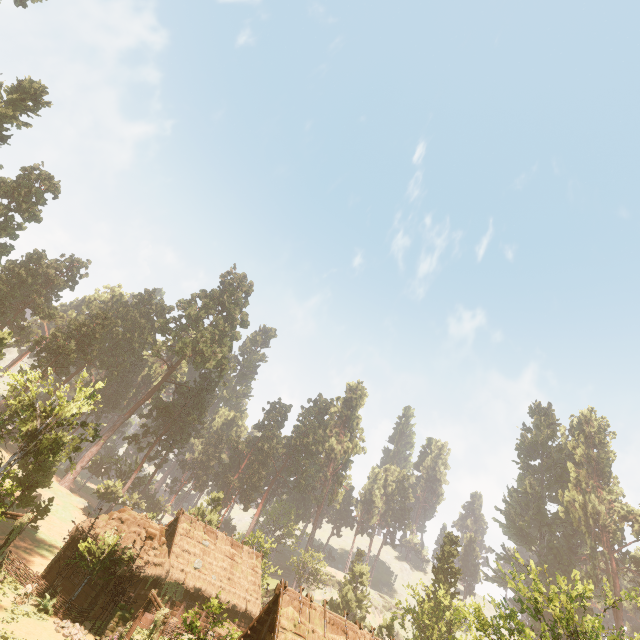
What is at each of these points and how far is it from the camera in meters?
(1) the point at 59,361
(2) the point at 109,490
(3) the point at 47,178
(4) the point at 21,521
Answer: (1) treerock, 54.8
(2) treerock, 50.7
(3) treerock, 49.2
(4) fence arch, 23.5

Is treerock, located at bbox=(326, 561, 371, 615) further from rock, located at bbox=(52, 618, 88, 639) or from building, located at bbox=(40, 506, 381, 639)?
rock, located at bbox=(52, 618, 88, 639)

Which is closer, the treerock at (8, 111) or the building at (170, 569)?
the building at (170, 569)

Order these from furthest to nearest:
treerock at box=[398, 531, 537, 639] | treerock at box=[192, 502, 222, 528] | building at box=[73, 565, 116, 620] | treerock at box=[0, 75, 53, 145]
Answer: treerock at box=[192, 502, 222, 528]
treerock at box=[0, 75, 53, 145]
building at box=[73, 565, 116, 620]
treerock at box=[398, 531, 537, 639]

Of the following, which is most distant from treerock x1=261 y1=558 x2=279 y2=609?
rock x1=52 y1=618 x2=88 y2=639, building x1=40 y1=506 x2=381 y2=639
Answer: rock x1=52 y1=618 x2=88 y2=639

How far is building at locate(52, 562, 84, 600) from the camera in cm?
2471

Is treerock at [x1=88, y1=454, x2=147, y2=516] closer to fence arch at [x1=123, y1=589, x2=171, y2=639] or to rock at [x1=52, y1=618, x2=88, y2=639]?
fence arch at [x1=123, y1=589, x2=171, y2=639]
